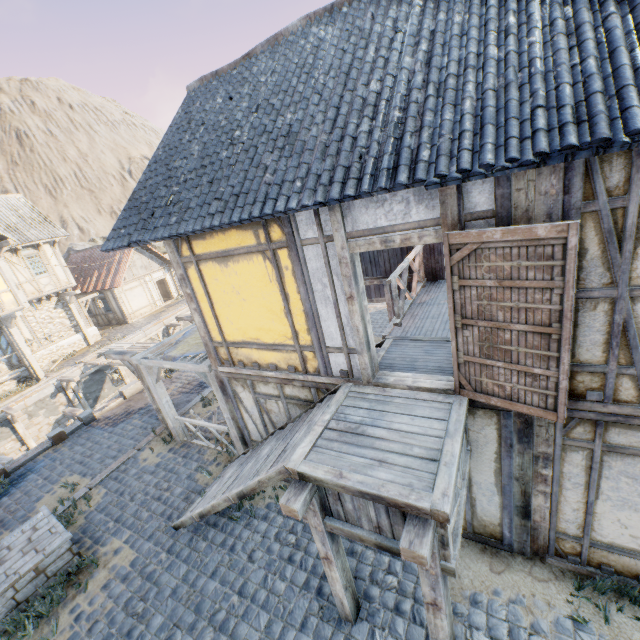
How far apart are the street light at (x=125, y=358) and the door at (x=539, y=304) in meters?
8.5 m

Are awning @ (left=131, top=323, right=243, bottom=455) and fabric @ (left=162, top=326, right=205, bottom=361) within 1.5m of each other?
yes

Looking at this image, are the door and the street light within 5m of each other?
no

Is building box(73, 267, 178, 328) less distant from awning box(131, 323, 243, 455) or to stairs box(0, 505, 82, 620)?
awning box(131, 323, 243, 455)

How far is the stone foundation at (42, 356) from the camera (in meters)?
19.25

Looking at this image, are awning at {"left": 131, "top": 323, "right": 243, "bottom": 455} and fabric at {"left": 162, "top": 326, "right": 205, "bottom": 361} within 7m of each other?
yes

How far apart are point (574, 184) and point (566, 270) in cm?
81

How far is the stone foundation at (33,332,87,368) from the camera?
19.25m
